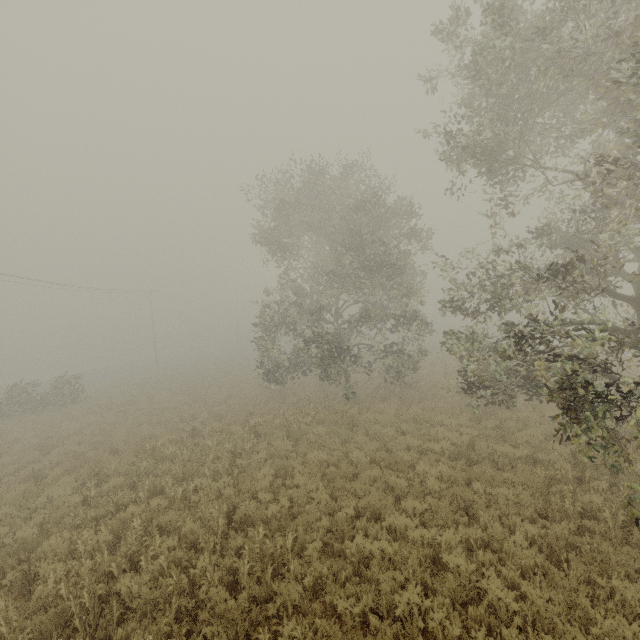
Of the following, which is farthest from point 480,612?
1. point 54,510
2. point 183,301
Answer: point 183,301
